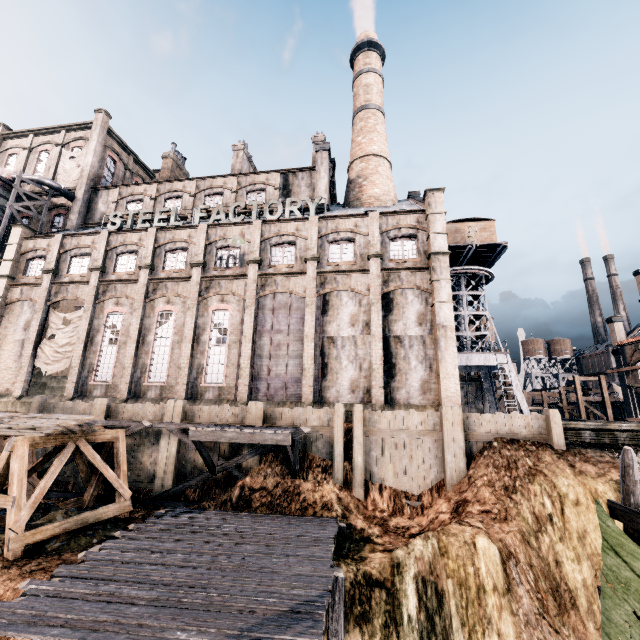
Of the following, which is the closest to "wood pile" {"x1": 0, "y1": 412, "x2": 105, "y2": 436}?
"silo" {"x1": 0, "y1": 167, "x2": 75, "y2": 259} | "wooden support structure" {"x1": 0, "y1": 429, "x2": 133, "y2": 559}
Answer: "wooden support structure" {"x1": 0, "y1": 429, "x2": 133, "y2": 559}

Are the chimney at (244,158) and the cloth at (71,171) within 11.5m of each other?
no

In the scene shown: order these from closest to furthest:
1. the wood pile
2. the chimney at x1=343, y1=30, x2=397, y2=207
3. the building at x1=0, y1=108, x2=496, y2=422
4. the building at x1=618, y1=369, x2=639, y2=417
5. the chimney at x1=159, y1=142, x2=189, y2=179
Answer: the wood pile, the building at x1=0, y1=108, x2=496, y2=422, the chimney at x1=343, y1=30, x2=397, y2=207, the chimney at x1=159, y1=142, x2=189, y2=179, the building at x1=618, y1=369, x2=639, y2=417

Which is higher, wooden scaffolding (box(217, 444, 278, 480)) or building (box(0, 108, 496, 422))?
building (box(0, 108, 496, 422))

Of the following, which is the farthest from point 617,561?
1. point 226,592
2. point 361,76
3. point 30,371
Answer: point 361,76

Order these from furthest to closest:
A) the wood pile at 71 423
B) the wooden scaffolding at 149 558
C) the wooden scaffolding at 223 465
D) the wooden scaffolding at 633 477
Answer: the wooden scaffolding at 223 465
the wood pile at 71 423
the wooden scaffolding at 633 477
the wooden scaffolding at 149 558

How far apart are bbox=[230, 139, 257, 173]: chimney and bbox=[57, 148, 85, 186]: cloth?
16.2 meters

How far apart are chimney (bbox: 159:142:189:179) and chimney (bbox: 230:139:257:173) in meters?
7.5 m
